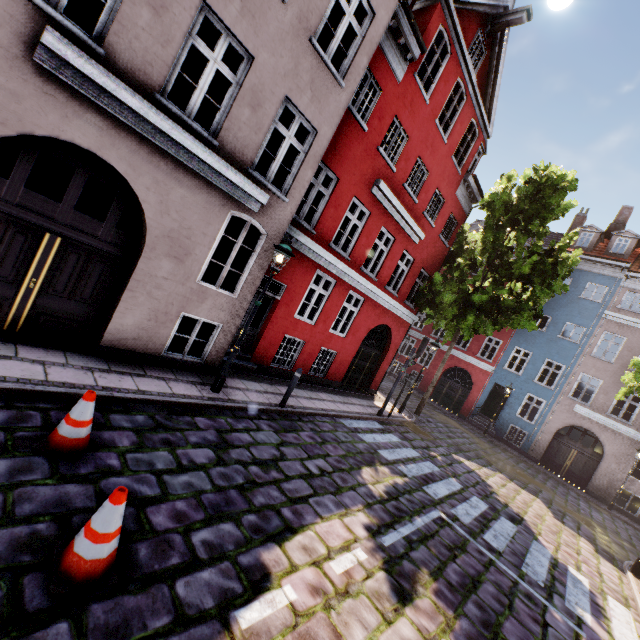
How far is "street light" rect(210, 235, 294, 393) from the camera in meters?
7.0 m

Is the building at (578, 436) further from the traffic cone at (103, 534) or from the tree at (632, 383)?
the traffic cone at (103, 534)

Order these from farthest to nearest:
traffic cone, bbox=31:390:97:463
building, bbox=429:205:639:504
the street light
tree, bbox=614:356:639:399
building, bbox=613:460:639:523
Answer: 1. building, bbox=429:205:639:504
2. building, bbox=613:460:639:523
3. tree, bbox=614:356:639:399
4. the street light
5. traffic cone, bbox=31:390:97:463

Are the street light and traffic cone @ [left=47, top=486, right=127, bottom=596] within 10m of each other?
yes

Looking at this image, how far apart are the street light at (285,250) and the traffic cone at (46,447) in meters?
3.1

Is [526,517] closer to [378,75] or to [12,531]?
[12,531]

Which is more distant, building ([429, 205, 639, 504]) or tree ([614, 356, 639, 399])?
building ([429, 205, 639, 504])

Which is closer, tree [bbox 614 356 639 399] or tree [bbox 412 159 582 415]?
tree [bbox 614 356 639 399]
